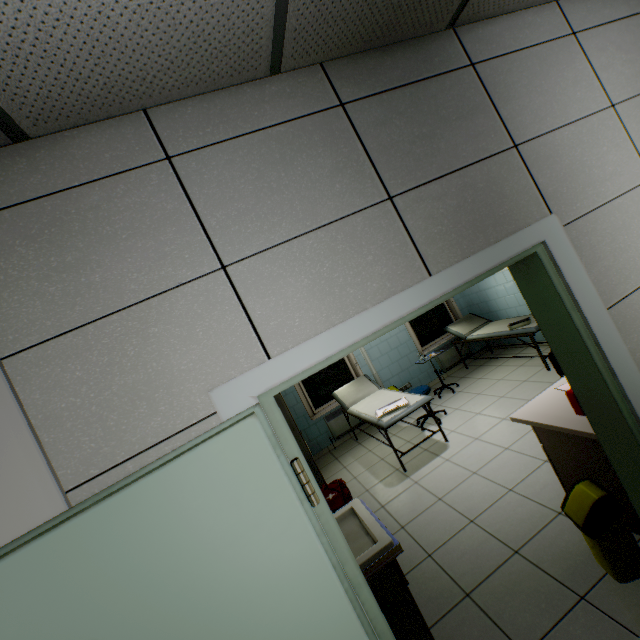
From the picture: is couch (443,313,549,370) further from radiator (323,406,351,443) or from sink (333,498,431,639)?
sink (333,498,431,639)

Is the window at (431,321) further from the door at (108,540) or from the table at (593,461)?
the door at (108,540)

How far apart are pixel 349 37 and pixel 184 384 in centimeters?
162cm

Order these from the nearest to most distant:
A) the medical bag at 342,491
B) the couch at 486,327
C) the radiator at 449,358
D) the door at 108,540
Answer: the door at 108,540, the medical bag at 342,491, the couch at 486,327, the radiator at 449,358

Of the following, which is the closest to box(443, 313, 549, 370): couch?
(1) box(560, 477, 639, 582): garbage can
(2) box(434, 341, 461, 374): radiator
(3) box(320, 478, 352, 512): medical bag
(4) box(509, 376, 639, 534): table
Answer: (2) box(434, 341, 461, 374): radiator

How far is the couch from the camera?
5.0 meters

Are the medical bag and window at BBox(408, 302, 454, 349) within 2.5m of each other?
no

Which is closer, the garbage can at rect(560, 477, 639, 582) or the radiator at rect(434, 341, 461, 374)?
the garbage can at rect(560, 477, 639, 582)
